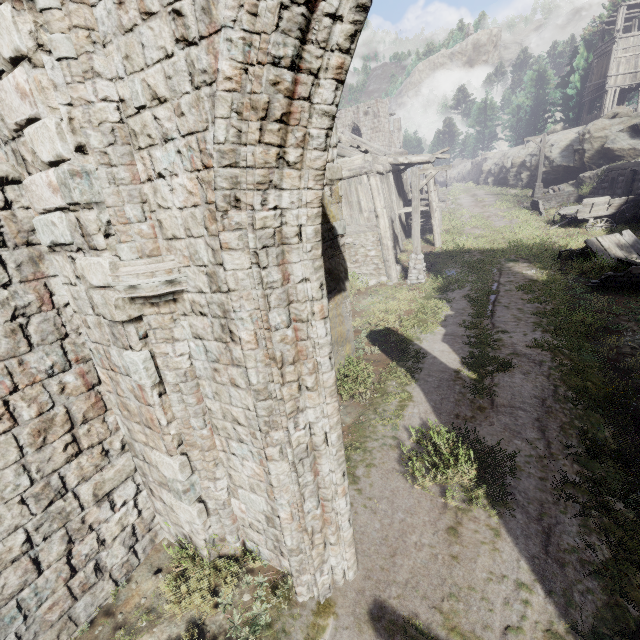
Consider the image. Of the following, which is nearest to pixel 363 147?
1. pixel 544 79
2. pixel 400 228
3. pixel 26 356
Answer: pixel 400 228

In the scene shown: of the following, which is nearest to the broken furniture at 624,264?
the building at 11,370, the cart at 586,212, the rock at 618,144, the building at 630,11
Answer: the cart at 586,212

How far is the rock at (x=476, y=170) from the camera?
32.3 meters

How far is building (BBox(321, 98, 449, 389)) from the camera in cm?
787

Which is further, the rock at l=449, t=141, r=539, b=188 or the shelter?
the rock at l=449, t=141, r=539, b=188

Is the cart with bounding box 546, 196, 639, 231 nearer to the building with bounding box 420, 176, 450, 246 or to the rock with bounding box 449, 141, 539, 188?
the building with bounding box 420, 176, 450, 246

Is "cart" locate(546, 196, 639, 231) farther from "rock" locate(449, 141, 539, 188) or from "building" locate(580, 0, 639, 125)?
"rock" locate(449, 141, 539, 188)

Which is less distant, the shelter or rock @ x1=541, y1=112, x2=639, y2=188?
the shelter
